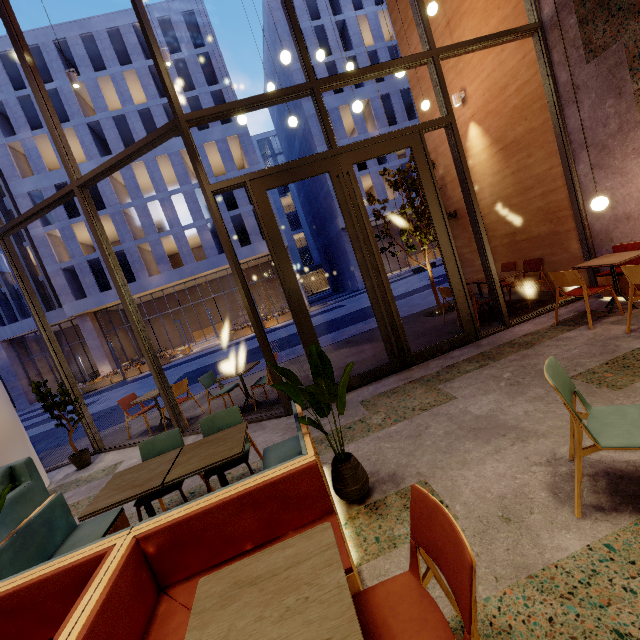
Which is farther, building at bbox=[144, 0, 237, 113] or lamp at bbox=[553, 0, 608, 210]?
building at bbox=[144, 0, 237, 113]

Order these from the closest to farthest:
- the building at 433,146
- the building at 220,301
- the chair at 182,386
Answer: the chair at 182,386, the building at 433,146, the building at 220,301

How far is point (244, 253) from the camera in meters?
27.9

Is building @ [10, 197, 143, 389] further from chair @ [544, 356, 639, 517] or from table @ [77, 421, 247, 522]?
chair @ [544, 356, 639, 517]

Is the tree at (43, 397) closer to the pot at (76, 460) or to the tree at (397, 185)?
the pot at (76, 460)

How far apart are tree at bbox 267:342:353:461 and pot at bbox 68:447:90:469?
5.39m

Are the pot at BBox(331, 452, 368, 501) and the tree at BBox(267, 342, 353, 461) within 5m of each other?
yes

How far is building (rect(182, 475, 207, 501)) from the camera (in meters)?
3.65
